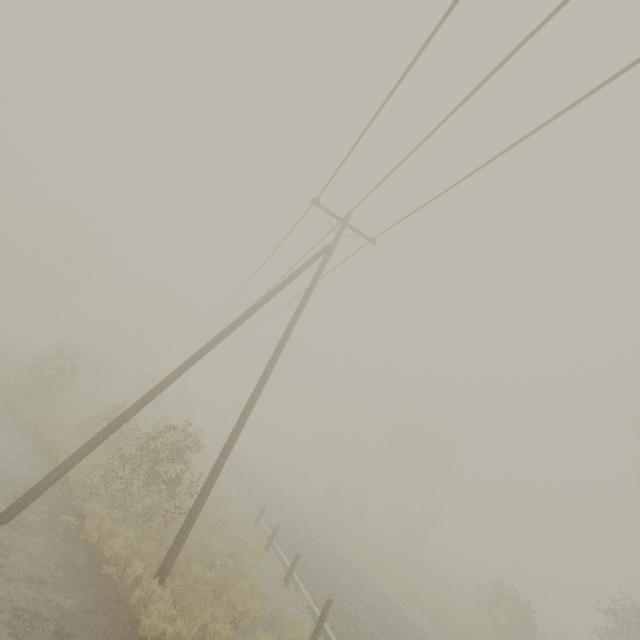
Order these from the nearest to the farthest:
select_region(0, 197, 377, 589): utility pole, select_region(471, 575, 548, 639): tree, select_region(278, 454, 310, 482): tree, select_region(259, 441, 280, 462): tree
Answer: select_region(0, 197, 377, 589): utility pole → select_region(471, 575, 548, 639): tree → select_region(278, 454, 310, 482): tree → select_region(259, 441, 280, 462): tree

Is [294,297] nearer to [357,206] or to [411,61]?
[357,206]

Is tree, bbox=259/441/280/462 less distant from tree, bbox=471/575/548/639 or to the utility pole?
tree, bbox=471/575/548/639

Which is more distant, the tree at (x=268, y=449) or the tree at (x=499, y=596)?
the tree at (x=268, y=449)

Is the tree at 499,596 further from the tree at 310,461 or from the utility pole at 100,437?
the tree at 310,461

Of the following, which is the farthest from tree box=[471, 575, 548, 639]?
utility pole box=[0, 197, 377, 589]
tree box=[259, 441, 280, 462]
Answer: tree box=[259, 441, 280, 462]
